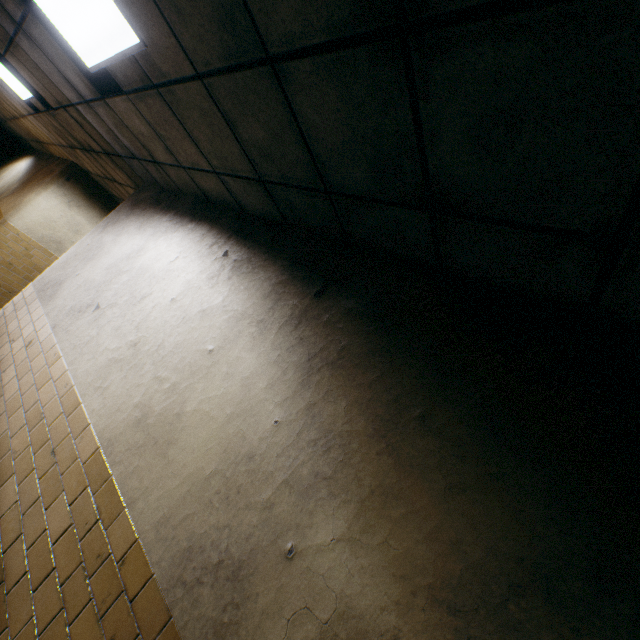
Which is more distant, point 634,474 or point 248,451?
point 248,451

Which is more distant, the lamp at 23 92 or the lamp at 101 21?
the lamp at 23 92

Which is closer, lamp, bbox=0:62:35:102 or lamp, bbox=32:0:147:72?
lamp, bbox=32:0:147:72
